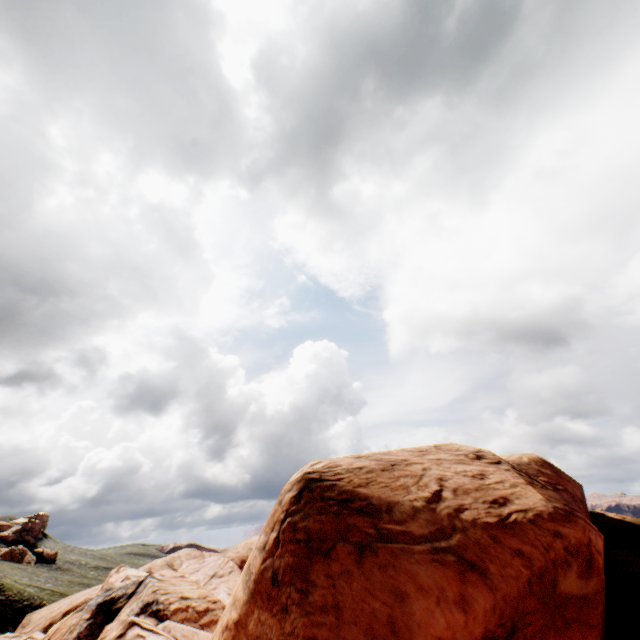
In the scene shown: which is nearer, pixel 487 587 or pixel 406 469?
pixel 487 587
